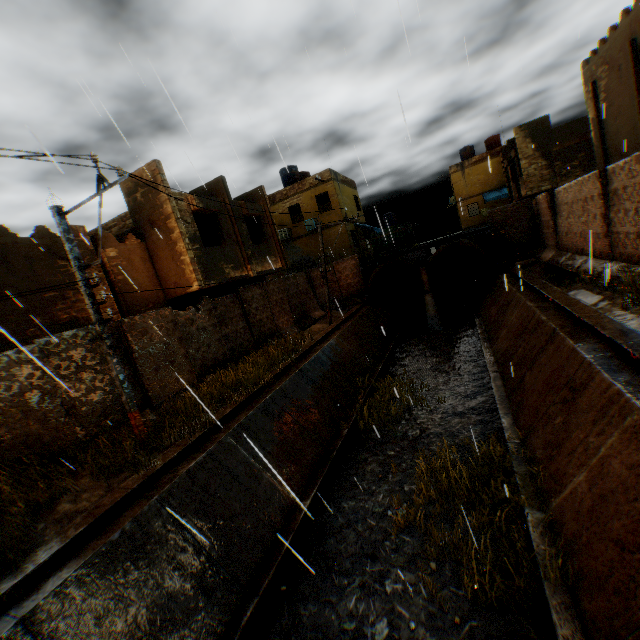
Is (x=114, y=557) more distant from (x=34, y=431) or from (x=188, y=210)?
(x=188, y=210)

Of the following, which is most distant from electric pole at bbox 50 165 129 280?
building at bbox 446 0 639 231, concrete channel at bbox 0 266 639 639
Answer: building at bbox 446 0 639 231

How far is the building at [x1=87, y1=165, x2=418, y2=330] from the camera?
12.0m

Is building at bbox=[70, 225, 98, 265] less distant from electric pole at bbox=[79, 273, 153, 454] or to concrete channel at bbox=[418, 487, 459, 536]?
concrete channel at bbox=[418, 487, 459, 536]

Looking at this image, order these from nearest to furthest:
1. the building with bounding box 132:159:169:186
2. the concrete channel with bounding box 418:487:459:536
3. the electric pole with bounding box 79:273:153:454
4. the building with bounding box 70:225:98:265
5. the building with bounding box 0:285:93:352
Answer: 1. the concrete channel with bounding box 418:487:459:536
2. the electric pole with bounding box 79:273:153:454
3. the building with bounding box 0:285:93:352
4. the building with bounding box 70:225:98:265
5. the building with bounding box 132:159:169:186

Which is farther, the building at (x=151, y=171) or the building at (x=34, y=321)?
the building at (x=151, y=171)
